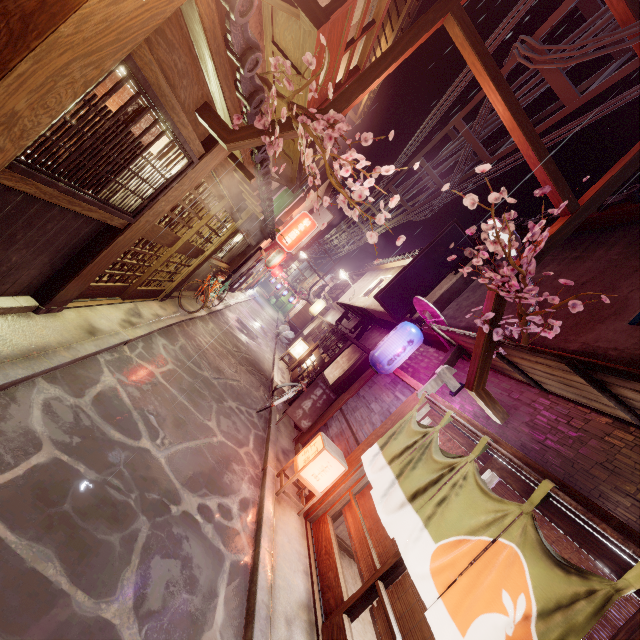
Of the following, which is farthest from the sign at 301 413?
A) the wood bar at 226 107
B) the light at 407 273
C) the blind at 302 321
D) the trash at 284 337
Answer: the blind at 302 321

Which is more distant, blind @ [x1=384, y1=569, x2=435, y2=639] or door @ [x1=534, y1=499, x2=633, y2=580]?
blind @ [x1=384, y1=569, x2=435, y2=639]

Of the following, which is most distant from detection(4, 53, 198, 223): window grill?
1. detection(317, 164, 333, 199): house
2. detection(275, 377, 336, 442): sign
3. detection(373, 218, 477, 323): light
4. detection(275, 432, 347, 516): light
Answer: detection(317, 164, 333, 199): house

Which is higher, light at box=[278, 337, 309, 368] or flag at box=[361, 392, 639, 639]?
flag at box=[361, 392, 639, 639]

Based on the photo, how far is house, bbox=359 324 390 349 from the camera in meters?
18.1

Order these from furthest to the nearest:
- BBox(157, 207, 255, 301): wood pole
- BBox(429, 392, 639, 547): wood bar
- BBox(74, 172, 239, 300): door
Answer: BBox(157, 207, 255, 301): wood pole → BBox(74, 172, 239, 300): door → BBox(429, 392, 639, 547): wood bar

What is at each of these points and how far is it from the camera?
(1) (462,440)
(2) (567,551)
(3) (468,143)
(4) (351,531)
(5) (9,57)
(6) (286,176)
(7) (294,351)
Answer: (1) door, 7.9 meters
(2) blind, 4.9 meters
(3) z, 13.4 meters
(4) blind, 8.5 meters
(5) wood pole, 3.0 meters
(6) terrace, 17.7 meters
(7) light, 26.7 meters

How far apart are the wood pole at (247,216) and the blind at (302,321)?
24.3 meters
